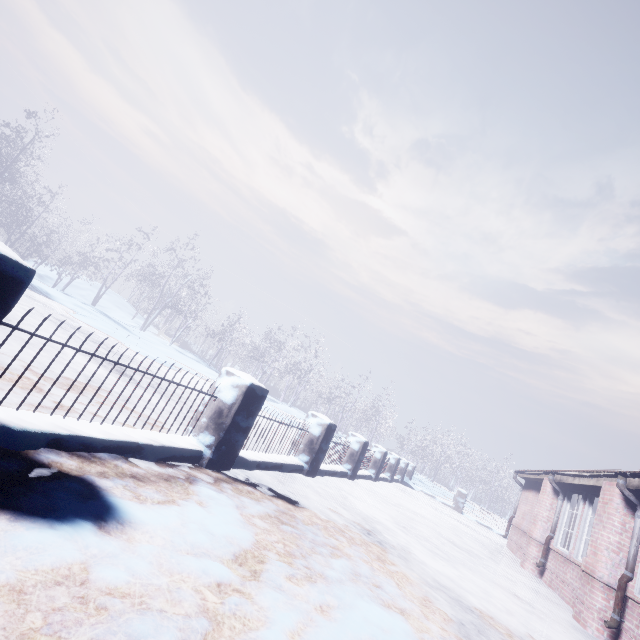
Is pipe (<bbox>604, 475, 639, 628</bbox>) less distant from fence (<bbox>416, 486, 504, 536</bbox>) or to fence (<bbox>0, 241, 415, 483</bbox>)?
fence (<bbox>0, 241, 415, 483</bbox>)

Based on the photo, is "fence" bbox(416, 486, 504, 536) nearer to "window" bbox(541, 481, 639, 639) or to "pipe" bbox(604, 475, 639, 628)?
"window" bbox(541, 481, 639, 639)

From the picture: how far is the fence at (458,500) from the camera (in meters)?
13.61

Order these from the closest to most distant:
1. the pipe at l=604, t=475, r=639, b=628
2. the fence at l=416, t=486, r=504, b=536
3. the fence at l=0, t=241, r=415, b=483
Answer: the fence at l=0, t=241, r=415, b=483 → the pipe at l=604, t=475, r=639, b=628 → the fence at l=416, t=486, r=504, b=536

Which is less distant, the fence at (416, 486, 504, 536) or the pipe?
the pipe

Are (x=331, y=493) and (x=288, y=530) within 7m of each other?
yes

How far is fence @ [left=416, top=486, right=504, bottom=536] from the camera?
13.6 meters

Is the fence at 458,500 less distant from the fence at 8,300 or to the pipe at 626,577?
the fence at 8,300
